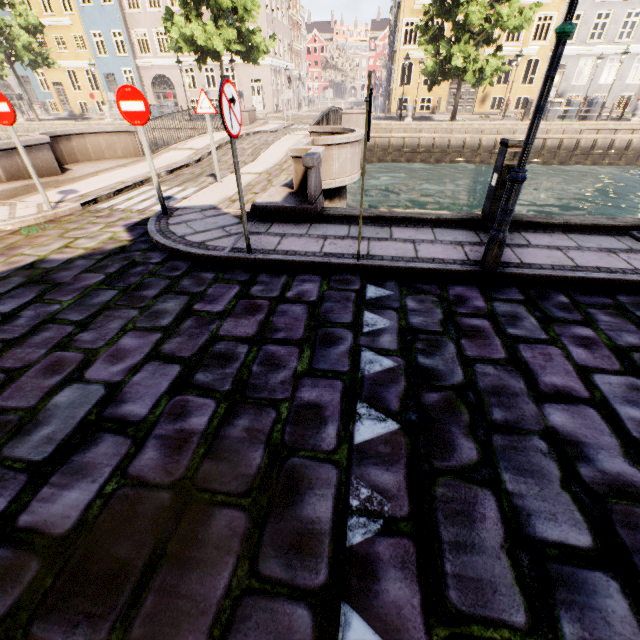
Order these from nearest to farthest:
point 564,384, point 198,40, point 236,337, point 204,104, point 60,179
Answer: point 564,384 → point 236,337 → point 204,104 → point 60,179 → point 198,40

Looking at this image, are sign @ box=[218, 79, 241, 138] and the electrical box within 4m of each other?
yes

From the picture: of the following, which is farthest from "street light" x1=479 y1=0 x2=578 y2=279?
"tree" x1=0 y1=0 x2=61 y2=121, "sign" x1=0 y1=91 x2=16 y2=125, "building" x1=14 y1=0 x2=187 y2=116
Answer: "sign" x1=0 y1=91 x2=16 y2=125

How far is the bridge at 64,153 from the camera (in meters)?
7.06

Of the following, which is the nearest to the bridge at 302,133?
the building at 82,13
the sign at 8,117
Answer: the sign at 8,117

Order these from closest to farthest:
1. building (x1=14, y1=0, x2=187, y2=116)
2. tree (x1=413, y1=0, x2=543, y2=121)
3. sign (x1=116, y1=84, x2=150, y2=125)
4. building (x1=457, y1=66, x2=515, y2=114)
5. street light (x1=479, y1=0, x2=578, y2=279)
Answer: street light (x1=479, y1=0, x2=578, y2=279)
sign (x1=116, y1=84, x2=150, y2=125)
tree (x1=413, y1=0, x2=543, y2=121)
building (x1=457, y1=66, x2=515, y2=114)
building (x1=14, y1=0, x2=187, y2=116)

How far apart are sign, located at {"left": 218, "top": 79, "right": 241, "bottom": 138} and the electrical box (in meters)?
3.48

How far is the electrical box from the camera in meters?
4.4 m
